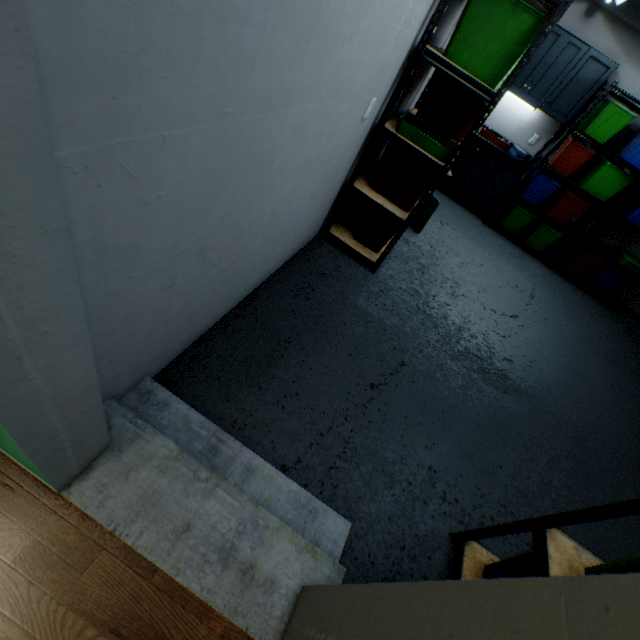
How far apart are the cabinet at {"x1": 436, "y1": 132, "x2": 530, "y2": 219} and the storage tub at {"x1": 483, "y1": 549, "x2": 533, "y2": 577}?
4.7 meters

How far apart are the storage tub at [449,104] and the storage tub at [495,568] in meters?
2.3

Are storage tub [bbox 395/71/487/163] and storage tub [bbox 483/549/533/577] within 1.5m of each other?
no

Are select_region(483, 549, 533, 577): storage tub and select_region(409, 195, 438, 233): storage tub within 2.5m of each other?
no

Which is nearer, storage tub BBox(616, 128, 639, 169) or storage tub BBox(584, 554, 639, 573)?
storage tub BBox(584, 554, 639, 573)

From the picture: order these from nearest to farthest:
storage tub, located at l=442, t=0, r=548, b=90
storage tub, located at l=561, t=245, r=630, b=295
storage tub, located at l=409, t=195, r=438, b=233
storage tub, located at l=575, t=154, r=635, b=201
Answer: storage tub, located at l=442, t=0, r=548, b=90, storage tub, located at l=409, t=195, r=438, b=233, storage tub, located at l=575, t=154, r=635, b=201, storage tub, located at l=561, t=245, r=630, b=295

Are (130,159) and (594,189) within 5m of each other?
no

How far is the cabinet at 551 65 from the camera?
3.78m
